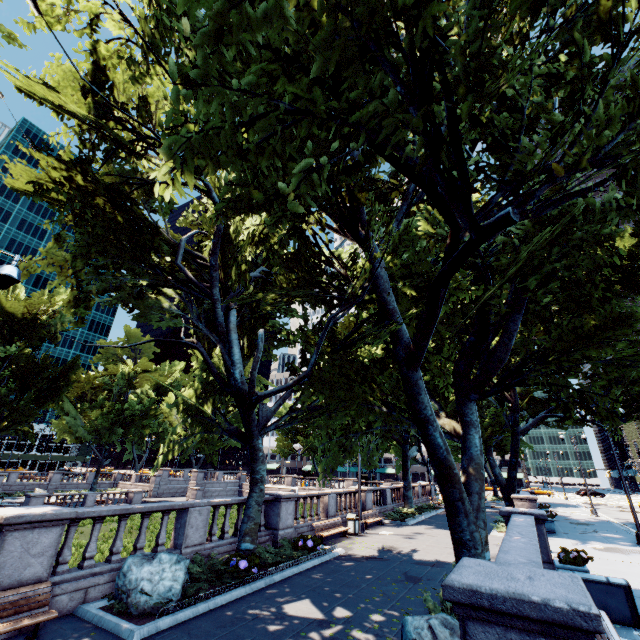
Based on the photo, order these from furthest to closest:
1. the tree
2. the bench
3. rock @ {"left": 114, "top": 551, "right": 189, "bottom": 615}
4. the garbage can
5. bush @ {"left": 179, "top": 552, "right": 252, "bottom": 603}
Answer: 1. the garbage can
2. bush @ {"left": 179, "top": 552, "right": 252, "bottom": 603}
3. rock @ {"left": 114, "top": 551, "right": 189, "bottom": 615}
4. the bench
5. the tree

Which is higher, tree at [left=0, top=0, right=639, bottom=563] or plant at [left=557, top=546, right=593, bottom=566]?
tree at [left=0, top=0, right=639, bottom=563]

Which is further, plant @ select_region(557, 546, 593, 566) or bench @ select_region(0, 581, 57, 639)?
plant @ select_region(557, 546, 593, 566)

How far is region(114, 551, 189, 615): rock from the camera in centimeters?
775cm

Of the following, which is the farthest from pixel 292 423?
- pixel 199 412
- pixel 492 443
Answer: pixel 492 443

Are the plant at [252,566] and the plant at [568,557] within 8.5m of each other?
no

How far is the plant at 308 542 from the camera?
13.0 meters

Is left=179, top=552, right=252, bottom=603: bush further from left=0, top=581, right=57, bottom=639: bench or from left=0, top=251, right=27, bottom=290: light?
left=0, top=251, right=27, bottom=290: light
